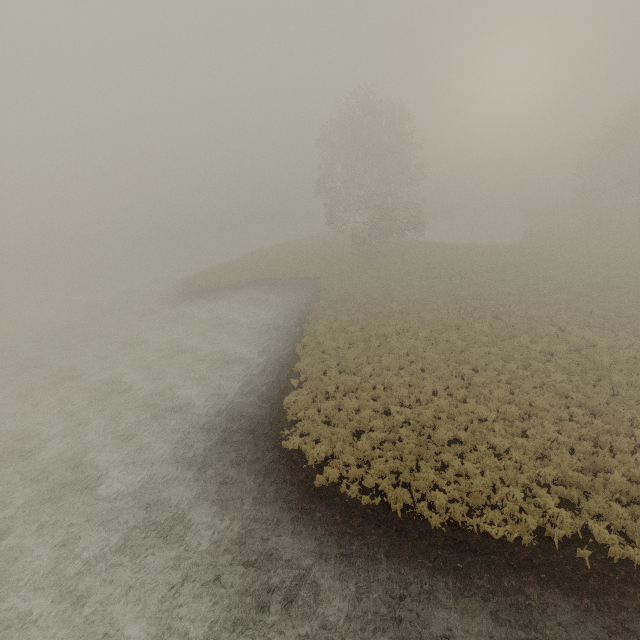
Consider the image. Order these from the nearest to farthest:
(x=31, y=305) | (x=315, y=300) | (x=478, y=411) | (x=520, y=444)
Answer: (x=520, y=444), (x=478, y=411), (x=315, y=300), (x=31, y=305)
